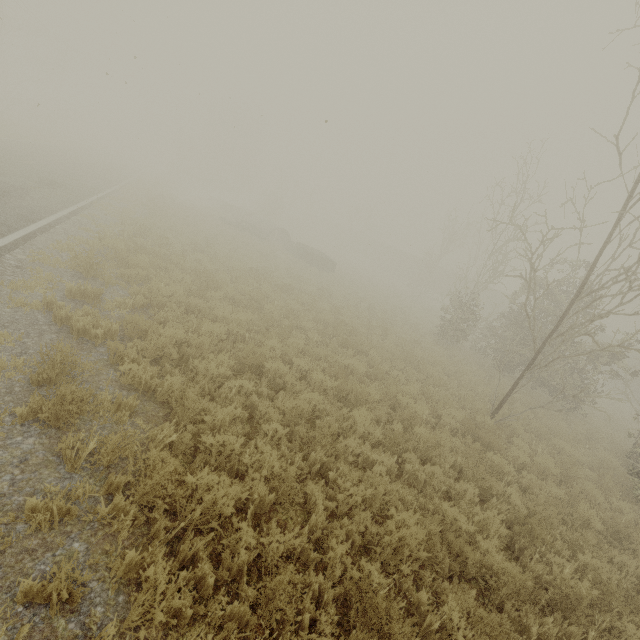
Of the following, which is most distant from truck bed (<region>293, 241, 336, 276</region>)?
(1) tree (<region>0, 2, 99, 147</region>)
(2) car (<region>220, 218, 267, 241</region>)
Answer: (1) tree (<region>0, 2, 99, 147</region>)

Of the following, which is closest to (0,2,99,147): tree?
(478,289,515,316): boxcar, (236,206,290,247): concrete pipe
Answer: (236,206,290,247): concrete pipe

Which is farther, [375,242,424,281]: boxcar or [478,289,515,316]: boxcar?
[375,242,424,281]: boxcar

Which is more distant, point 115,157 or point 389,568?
point 115,157

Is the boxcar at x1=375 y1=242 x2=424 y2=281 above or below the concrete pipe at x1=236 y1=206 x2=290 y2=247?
above

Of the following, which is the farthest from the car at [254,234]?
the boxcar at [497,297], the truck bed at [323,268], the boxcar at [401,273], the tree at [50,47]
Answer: the boxcar at [497,297]

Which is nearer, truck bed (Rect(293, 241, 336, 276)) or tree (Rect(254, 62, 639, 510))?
tree (Rect(254, 62, 639, 510))

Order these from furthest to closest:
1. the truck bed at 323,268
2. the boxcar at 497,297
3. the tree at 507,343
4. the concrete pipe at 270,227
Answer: the boxcar at 497,297
the concrete pipe at 270,227
the truck bed at 323,268
the tree at 507,343
